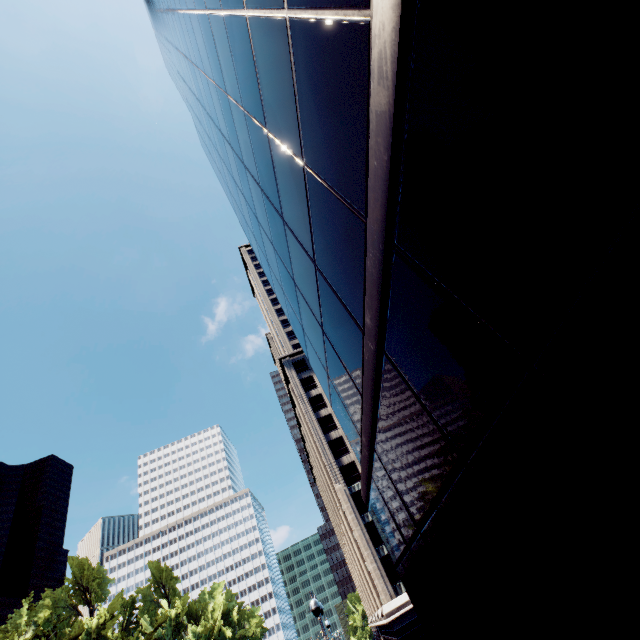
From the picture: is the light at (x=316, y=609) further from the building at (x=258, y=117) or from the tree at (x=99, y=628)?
the tree at (x=99, y=628)

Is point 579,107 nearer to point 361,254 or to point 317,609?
point 361,254

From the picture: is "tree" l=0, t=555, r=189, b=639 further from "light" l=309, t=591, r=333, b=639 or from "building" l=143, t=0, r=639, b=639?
"building" l=143, t=0, r=639, b=639

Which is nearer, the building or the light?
the building

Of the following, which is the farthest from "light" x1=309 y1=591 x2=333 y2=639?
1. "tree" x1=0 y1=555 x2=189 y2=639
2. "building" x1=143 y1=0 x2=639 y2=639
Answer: "tree" x1=0 y1=555 x2=189 y2=639

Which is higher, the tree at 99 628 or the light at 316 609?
the tree at 99 628
